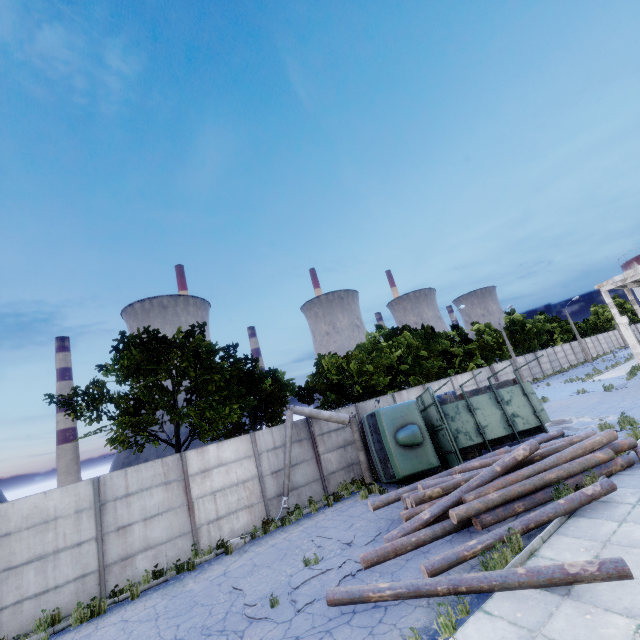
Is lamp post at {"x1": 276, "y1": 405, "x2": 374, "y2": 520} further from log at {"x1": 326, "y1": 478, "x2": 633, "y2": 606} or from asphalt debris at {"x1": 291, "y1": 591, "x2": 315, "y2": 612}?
log at {"x1": 326, "y1": 478, "x2": 633, "y2": 606}

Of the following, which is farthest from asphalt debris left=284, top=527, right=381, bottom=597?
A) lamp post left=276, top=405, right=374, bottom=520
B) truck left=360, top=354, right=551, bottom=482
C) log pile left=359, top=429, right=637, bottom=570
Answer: truck left=360, top=354, right=551, bottom=482

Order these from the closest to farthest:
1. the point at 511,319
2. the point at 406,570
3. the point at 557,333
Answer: the point at 406,570 → the point at 511,319 → the point at 557,333

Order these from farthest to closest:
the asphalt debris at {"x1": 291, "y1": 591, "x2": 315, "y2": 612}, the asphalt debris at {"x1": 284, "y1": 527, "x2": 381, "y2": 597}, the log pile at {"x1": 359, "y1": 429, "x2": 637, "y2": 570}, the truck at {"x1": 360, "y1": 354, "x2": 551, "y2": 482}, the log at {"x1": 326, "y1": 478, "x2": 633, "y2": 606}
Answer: the truck at {"x1": 360, "y1": 354, "x2": 551, "y2": 482} < the log pile at {"x1": 359, "y1": 429, "x2": 637, "y2": 570} < the asphalt debris at {"x1": 284, "y1": 527, "x2": 381, "y2": 597} < the asphalt debris at {"x1": 291, "y1": 591, "x2": 315, "y2": 612} < the log at {"x1": 326, "y1": 478, "x2": 633, "y2": 606}

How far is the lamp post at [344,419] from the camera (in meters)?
13.93

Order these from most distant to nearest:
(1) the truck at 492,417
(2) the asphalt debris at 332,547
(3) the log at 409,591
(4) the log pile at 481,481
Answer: (1) the truck at 492,417, (4) the log pile at 481,481, (2) the asphalt debris at 332,547, (3) the log at 409,591

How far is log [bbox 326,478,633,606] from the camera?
5.49m

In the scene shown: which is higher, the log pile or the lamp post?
the lamp post
